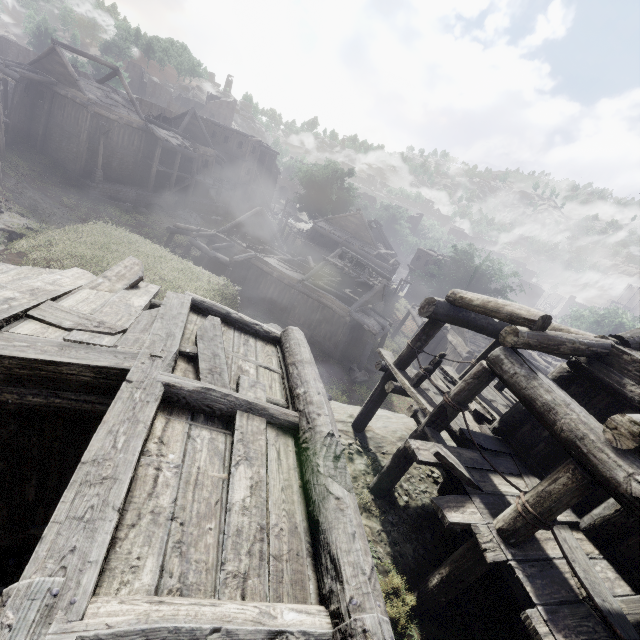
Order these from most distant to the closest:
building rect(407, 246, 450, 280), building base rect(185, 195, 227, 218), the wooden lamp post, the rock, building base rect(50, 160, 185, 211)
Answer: building rect(407, 246, 450, 280) < building base rect(185, 195, 227, 218) < building base rect(50, 160, 185, 211) < the wooden lamp post < the rock

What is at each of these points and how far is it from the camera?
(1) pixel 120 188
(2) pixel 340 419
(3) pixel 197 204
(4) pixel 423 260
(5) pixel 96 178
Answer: (1) building base, 28.78m
(2) rock, 10.30m
(3) building base, 36.28m
(4) building, 45.66m
(5) wooden lamp post, 26.77m

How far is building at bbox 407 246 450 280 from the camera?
44.07m

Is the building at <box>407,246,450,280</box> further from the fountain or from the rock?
the fountain

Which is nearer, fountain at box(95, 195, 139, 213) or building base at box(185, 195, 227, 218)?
fountain at box(95, 195, 139, 213)

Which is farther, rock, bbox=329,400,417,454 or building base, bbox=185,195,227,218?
building base, bbox=185,195,227,218

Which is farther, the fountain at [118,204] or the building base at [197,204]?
the building base at [197,204]

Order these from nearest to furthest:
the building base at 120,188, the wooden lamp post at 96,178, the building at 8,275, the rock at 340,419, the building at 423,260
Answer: the building at 8,275 → the rock at 340,419 → the wooden lamp post at 96,178 → the building base at 120,188 → the building at 423,260
